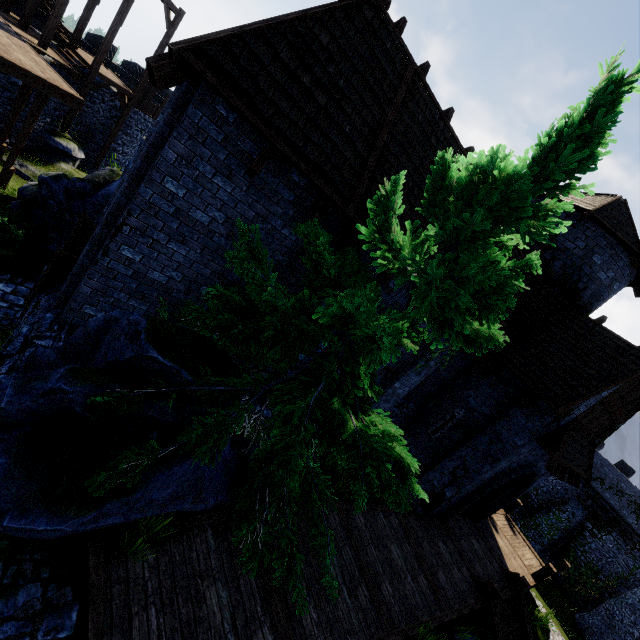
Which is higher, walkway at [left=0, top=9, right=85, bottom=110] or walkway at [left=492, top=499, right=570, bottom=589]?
walkway at [left=0, top=9, right=85, bottom=110]

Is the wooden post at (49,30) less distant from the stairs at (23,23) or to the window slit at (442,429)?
the stairs at (23,23)

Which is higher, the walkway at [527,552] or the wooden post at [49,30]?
the wooden post at [49,30]

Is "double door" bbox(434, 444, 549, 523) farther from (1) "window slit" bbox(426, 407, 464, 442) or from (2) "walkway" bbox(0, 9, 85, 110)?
(2) "walkway" bbox(0, 9, 85, 110)

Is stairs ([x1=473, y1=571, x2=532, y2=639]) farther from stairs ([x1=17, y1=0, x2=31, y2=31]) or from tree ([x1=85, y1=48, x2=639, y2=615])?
stairs ([x1=17, y1=0, x2=31, y2=31])

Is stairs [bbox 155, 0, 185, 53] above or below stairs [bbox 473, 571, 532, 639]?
above

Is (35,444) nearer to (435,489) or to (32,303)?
(32,303)

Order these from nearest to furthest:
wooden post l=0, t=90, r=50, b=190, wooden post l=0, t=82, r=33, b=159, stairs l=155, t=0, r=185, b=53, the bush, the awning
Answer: the bush → the awning → wooden post l=0, t=90, r=50, b=190 → wooden post l=0, t=82, r=33, b=159 → stairs l=155, t=0, r=185, b=53
